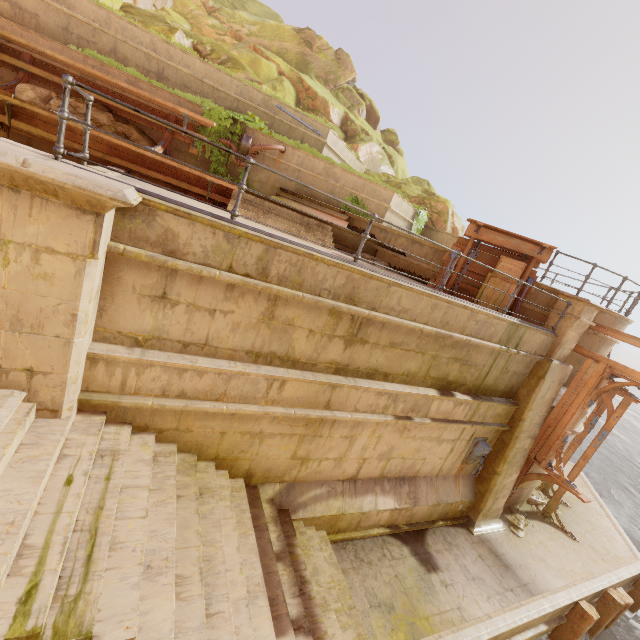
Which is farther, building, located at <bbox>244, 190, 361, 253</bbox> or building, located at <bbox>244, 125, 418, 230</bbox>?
building, located at <bbox>244, 125, 418, 230</bbox>

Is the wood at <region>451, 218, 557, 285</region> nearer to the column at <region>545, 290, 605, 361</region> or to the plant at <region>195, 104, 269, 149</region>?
the column at <region>545, 290, 605, 361</region>

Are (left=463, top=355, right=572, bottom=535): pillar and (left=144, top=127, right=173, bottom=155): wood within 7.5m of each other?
no

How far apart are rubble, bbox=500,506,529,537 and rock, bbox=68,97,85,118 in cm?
1579

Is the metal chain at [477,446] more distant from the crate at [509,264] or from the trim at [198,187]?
the trim at [198,187]

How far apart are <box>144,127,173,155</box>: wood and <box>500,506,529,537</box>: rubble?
15.04m

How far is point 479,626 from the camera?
6.6m

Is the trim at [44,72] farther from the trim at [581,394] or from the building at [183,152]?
the trim at [581,394]
